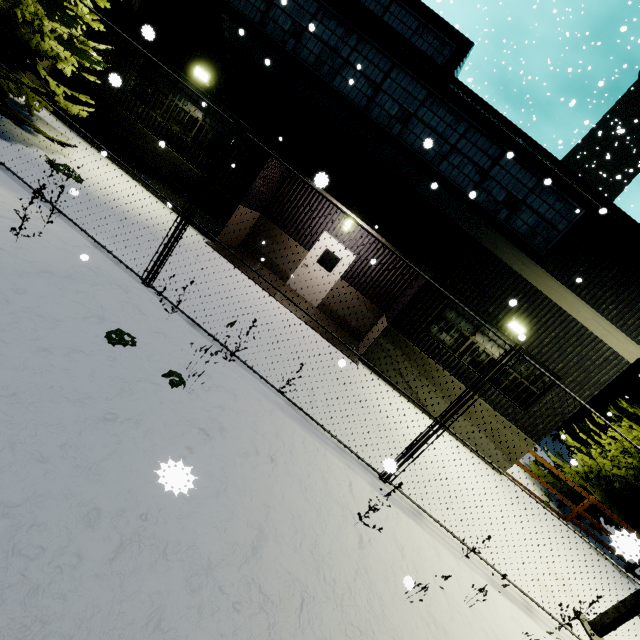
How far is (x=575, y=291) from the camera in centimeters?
907cm

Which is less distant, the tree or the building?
the building

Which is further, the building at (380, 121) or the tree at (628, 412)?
the tree at (628, 412)
